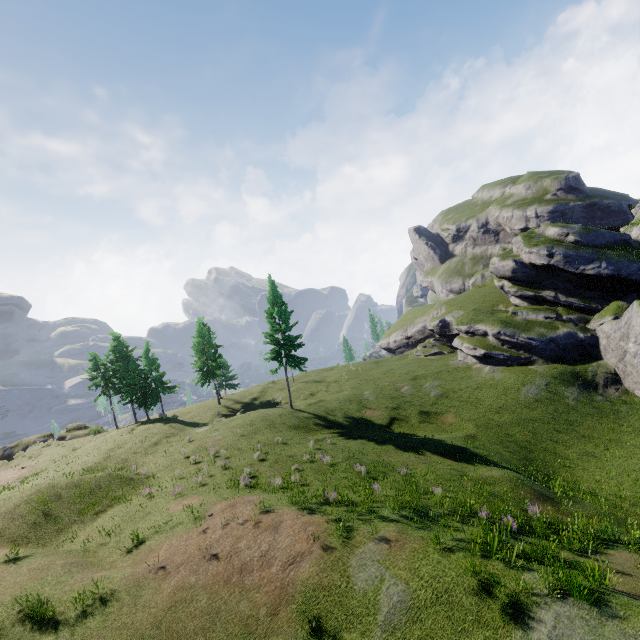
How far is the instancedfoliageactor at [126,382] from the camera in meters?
42.1 m

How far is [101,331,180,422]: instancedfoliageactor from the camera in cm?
4206

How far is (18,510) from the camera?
18.7m
